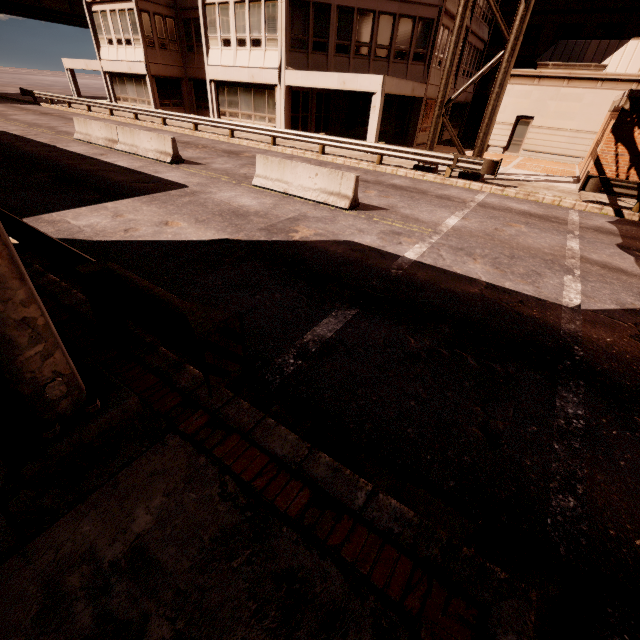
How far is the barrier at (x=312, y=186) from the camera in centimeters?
977cm

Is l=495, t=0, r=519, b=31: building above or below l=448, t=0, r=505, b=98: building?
above

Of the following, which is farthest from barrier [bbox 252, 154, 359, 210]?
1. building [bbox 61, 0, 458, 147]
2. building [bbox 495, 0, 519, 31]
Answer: building [bbox 495, 0, 519, 31]

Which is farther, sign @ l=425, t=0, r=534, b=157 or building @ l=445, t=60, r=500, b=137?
building @ l=445, t=60, r=500, b=137

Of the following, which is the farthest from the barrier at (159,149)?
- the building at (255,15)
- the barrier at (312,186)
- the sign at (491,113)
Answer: the sign at (491,113)

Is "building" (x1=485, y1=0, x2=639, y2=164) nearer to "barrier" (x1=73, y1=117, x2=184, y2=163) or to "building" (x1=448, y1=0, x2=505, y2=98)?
"building" (x1=448, y1=0, x2=505, y2=98)

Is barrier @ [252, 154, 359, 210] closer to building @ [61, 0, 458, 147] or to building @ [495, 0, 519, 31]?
building @ [61, 0, 458, 147]

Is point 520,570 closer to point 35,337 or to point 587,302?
point 35,337
